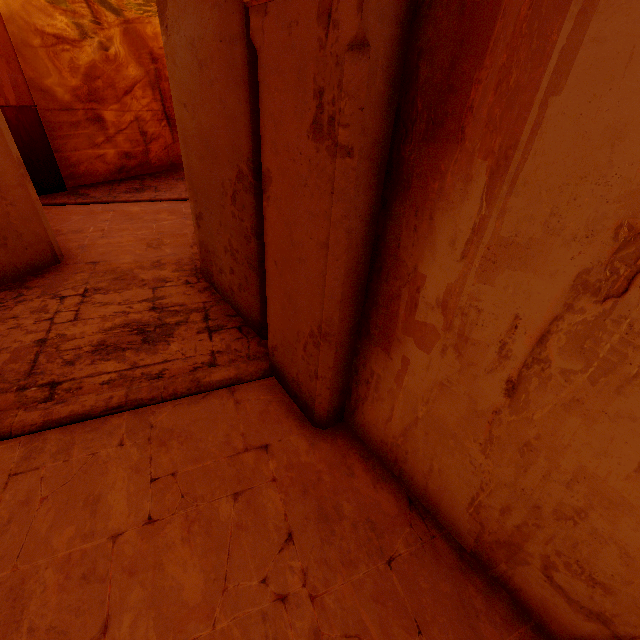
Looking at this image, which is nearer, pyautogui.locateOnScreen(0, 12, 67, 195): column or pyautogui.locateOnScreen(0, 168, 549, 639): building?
pyautogui.locateOnScreen(0, 168, 549, 639): building

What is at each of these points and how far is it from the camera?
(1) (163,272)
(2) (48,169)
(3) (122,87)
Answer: (1) building, 5.3m
(2) column, 8.1m
(3) rock, 9.1m

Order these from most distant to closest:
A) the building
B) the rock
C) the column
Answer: the rock
the column
the building

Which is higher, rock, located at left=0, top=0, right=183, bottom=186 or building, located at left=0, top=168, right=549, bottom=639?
rock, located at left=0, top=0, right=183, bottom=186

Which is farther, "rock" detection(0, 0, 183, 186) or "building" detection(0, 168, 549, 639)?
"rock" detection(0, 0, 183, 186)

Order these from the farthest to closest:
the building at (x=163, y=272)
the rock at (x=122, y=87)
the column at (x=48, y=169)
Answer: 1. the rock at (x=122, y=87)
2. the column at (x=48, y=169)
3. the building at (x=163, y=272)

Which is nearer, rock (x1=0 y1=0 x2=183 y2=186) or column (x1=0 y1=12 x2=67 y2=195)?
column (x1=0 y1=12 x2=67 y2=195)

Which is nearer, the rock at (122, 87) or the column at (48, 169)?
the column at (48, 169)
